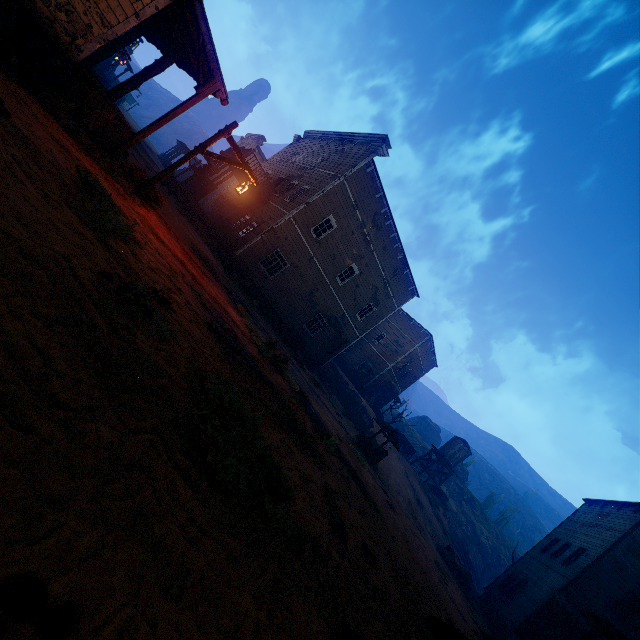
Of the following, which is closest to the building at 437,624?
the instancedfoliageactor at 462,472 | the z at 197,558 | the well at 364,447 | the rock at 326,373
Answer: the z at 197,558

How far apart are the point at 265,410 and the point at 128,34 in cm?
1518

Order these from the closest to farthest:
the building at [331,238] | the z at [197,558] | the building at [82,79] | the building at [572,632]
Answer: the z at [197,558] → the building at [82,79] → the building at [572,632] → the building at [331,238]

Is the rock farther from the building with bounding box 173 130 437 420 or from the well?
the well

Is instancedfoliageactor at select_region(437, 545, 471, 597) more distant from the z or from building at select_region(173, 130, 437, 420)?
building at select_region(173, 130, 437, 420)

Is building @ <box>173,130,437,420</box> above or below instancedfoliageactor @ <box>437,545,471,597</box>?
above

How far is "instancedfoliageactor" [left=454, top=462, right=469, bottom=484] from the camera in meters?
54.8

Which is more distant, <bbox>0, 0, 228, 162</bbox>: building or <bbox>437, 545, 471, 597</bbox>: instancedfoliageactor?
<bbox>437, 545, 471, 597</bbox>: instancedfoliageactor
